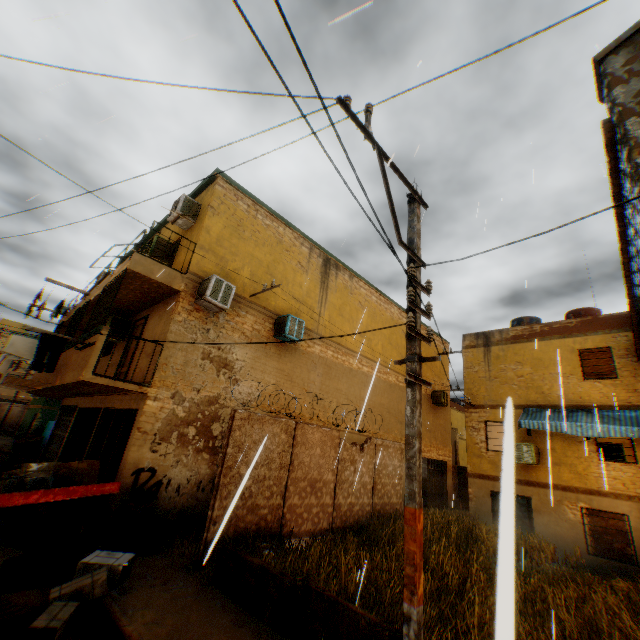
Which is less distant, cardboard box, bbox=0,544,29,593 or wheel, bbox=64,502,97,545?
cardboard box, bbox=0,544,29,593

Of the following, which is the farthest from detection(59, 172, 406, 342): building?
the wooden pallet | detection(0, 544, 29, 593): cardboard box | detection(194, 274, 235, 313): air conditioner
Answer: the wooden pallet

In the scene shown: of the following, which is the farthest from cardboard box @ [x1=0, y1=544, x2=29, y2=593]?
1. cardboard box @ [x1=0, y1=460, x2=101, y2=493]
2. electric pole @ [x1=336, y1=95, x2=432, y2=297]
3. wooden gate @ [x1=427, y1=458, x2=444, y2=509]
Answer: wooden gate @ [x1=427, y1=458, x2=444, y2=509]

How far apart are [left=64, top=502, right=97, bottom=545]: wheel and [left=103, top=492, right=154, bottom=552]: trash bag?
0.4 meters

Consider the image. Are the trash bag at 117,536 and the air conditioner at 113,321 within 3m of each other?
no

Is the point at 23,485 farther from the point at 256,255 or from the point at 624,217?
the point at 624,217

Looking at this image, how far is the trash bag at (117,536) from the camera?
6.9m

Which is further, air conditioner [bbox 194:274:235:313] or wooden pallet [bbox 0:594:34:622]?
air conditioner [bbox 194:274:235:313]
